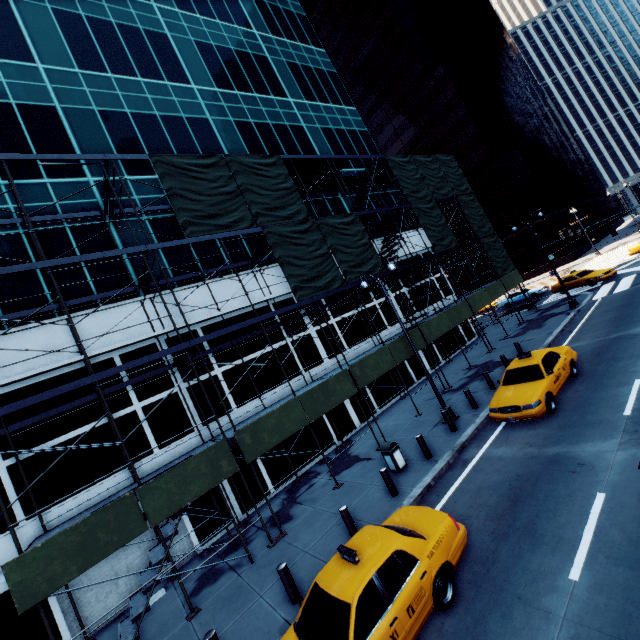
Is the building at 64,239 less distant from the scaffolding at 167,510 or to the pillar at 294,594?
the scaffolding at 167,510

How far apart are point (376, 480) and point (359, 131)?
29.4 meters

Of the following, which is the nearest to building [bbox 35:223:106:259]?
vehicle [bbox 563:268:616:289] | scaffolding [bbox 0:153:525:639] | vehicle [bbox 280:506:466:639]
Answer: scaffolding [bbox 0:153:525:639]

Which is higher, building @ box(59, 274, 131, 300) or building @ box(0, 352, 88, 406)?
building @ box(59, 274, 131, 300)

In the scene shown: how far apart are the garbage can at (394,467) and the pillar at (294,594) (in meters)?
5.03

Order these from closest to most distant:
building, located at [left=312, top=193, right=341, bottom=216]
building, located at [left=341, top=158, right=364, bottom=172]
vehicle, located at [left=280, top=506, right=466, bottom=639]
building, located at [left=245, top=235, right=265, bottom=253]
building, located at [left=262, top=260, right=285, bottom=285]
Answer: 1. vehicle, located at [left=280, top=506, right=466, bottom=639]
2. building, located at [left=262, top=260, right=285, bottom=285]
3. building, located at [left=245, top=235, right=265, bottom=253]
4. building, located at [left=312, top=193, right=341, bottom=216]
5. building, located at [left=341, top=158, right=364, bottom=172]

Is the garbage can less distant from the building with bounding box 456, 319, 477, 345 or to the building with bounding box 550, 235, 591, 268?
the building with bounding box 456, 319, 477, 345
